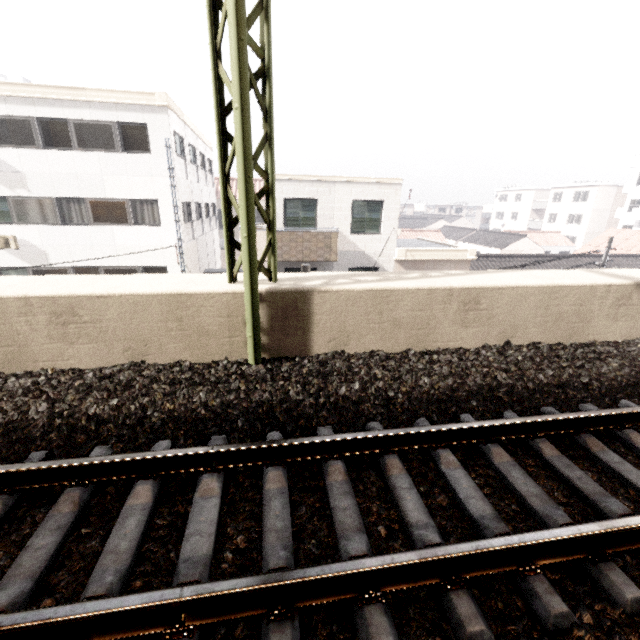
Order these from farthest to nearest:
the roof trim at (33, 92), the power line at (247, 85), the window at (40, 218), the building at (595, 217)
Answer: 1. the building at (595, 217)
2. the window at (40, 218)
3. the roof trim at (33, 92)
4. the power line at (247, 85)

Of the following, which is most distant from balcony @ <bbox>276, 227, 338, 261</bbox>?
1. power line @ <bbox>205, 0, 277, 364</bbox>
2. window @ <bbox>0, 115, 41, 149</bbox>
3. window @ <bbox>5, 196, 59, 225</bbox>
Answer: power line @ <bbox>205, 0, 277, 364</bbox>

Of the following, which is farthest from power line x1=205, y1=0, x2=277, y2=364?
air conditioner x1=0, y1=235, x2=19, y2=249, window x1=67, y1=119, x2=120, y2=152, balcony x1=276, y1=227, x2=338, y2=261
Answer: air conditioner x1=0, y1=235, x2=19, y2=249

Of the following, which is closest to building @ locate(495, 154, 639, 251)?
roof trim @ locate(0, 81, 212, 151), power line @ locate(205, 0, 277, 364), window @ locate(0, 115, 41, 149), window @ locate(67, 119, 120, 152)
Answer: roof trim @ locate(0, 81, 212, 151)

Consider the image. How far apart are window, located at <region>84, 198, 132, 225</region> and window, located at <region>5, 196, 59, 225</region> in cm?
109

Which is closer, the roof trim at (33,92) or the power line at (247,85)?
the power line at (247,85)

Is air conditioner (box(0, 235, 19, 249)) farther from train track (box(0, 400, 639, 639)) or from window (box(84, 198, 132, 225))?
train track (box(0, 400, 639, 639))

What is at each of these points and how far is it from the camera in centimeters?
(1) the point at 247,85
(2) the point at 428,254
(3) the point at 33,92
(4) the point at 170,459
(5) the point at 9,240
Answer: (1) power line, 307cm
(2) roof trim, 1538cm
(3) roof trim, 1254cm
(4) train track, 262cm
(5) air conditioner, 1388cm
